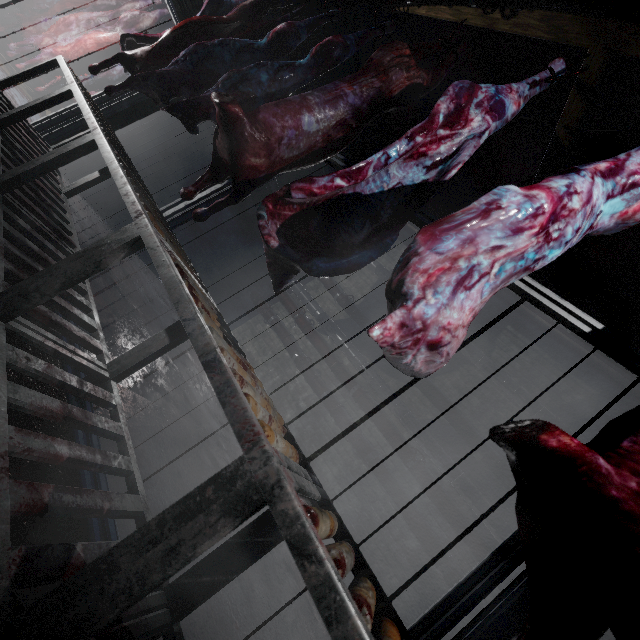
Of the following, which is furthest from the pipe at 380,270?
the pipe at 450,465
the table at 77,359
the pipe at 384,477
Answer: the table at 77,359

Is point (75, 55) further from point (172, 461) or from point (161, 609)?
point (161, 609)

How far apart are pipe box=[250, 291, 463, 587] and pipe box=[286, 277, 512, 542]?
0.1m

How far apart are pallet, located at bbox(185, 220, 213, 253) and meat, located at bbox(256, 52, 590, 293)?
4.0 meters

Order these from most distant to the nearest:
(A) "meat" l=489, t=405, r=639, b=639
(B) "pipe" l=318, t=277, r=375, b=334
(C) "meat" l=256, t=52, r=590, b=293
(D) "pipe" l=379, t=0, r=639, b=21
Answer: (B) "pipe" l=318, t=277, r=375, b=334 → (D) "pipe" l=379, t=0, r=639, b=21 → (C) "meat" l=256, t=52, r=590, b=293 → (A) "meat" l=489, t=405, r=639, b=639

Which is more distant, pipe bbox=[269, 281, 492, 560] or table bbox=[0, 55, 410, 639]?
pipe bbox=[269, 281, 492, 560]

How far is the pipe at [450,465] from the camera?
3.4 meters

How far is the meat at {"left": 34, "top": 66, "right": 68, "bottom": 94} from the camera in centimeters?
366cm
